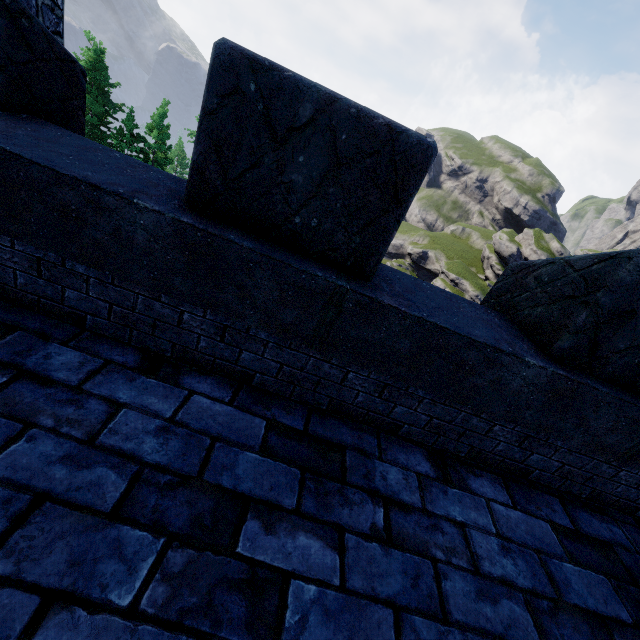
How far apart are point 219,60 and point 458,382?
2.48m
